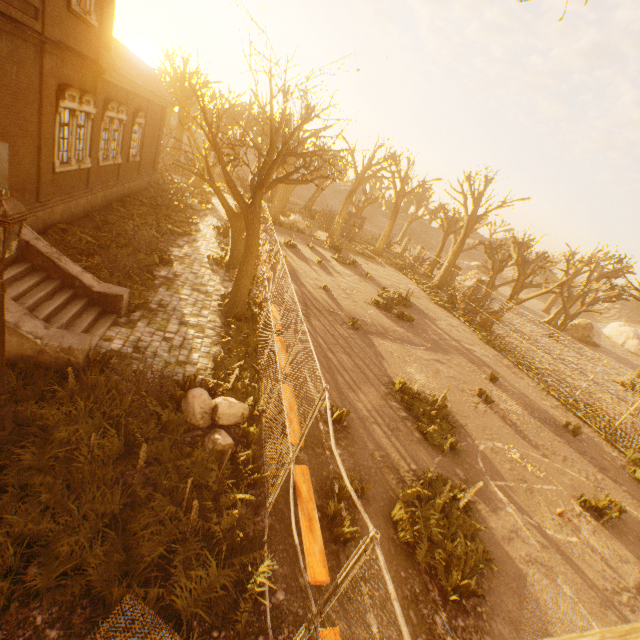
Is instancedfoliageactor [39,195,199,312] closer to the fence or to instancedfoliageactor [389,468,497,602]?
the fence

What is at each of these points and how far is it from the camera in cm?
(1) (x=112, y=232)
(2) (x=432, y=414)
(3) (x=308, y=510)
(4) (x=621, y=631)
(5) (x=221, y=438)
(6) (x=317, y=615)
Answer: (1) instancedfoliageactor, 1352
(2) instancedfoliageactor, 1027
(3) bench, 559
(4) tree, 49
(5) rock, 638
(6) fence, 332

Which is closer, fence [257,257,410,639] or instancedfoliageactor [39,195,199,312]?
fence [257,257,410,639]

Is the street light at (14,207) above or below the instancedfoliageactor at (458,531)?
above

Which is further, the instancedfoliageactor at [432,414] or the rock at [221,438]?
the instancedfoliageactor at [432,414]

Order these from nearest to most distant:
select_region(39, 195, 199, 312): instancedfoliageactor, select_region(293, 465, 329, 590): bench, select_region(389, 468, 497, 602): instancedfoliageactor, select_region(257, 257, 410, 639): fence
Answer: select_region(257, 257, 410, 639): fence → select_region(293, 465, 329, 590): bench → select_region(389, 468, 497, 602): instancedfoliageactor → select_region(39, 195, 199, 312): instancedfoliageactor

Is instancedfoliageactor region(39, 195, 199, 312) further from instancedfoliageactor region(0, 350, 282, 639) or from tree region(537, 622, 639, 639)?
instancedfoliageactor region(0, 350, 282, 639)

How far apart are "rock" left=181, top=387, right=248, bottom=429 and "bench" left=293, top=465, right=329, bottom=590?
1.69m
